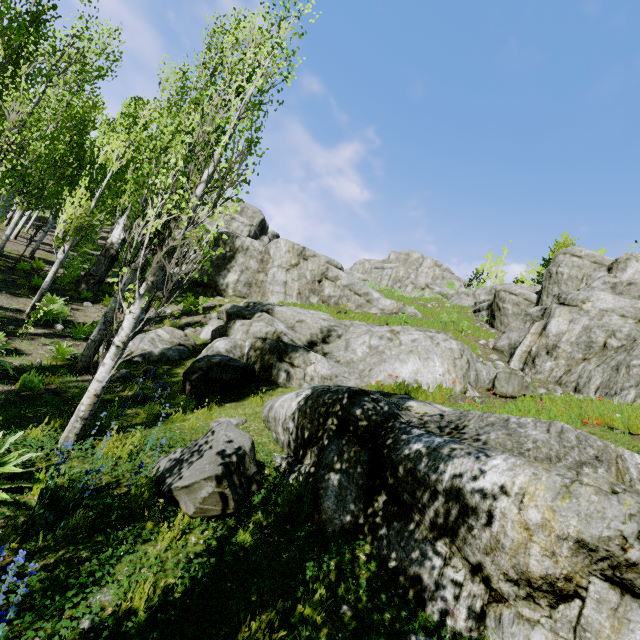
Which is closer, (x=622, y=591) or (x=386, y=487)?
(x=622, y=591)

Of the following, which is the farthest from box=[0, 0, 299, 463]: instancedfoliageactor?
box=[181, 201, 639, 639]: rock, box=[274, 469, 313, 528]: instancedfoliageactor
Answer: box=[274, 469, 313, 528]: instancedfoliageactor

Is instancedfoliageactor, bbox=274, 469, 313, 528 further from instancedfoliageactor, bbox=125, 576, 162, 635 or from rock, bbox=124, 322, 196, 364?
instancedfoliageactor, bbox=125, 576, 162, 635

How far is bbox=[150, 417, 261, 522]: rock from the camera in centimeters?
380cm

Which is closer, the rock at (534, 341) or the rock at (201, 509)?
the rock at (534, 341)

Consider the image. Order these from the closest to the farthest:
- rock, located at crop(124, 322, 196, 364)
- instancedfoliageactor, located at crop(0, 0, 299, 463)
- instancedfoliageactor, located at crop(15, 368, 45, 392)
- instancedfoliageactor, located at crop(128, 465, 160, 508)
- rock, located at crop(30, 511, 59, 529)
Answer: rock, located at crop(30, 511, 59, 529), instancedfoliageactor, located at crop(128, 465, 160, 508), instancedfoliageactor, located at crop(0, 0, 299, 463), instancedfoliageactor, located at crop(15, 368, 45, 392), rock, located at crop(124, 322, 196, 364)

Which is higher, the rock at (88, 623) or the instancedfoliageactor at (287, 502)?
the instancedfoliageactor at (287, 502)
